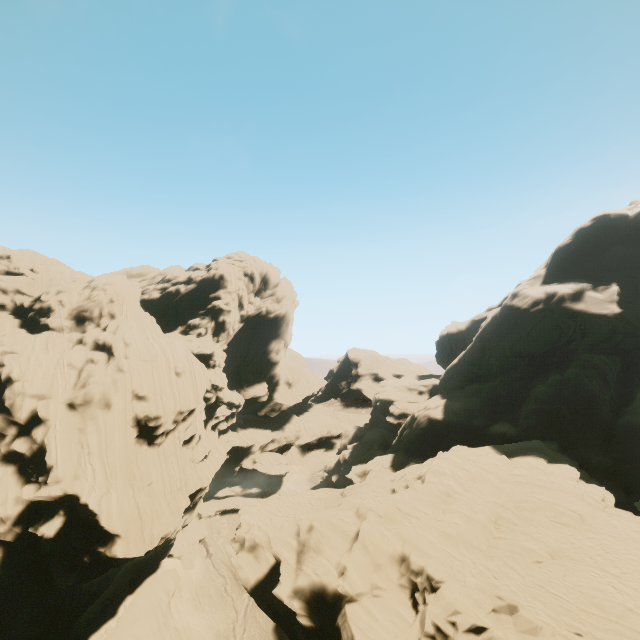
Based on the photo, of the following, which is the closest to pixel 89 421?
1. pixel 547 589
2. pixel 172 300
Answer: pixel 172 300

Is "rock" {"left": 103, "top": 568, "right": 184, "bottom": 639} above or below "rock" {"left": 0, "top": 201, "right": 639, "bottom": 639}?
below

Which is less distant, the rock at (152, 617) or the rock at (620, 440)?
the rock at (620, 440)

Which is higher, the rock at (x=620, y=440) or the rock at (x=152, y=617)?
the rock at (x=620, y=440)

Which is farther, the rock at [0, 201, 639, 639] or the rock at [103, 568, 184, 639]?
the rock at [103, 568, 184, 639]
